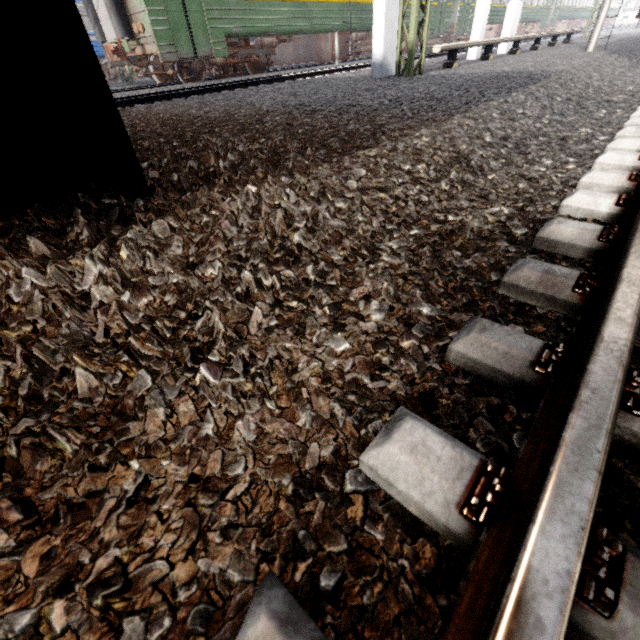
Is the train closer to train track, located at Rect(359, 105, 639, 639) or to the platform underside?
the platform underside

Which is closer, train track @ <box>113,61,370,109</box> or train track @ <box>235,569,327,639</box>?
train track @ <box>235,569,327,639</box>

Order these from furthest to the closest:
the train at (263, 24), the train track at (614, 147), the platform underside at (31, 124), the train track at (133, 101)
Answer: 1. the train at (263, 24)
2. the train track at (133, 101)
3. the platform underside at (31, 124)
4. the train track at (614, 147)

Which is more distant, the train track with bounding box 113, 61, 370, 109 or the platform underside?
the train track with bounding box 113, 61, 370, 109

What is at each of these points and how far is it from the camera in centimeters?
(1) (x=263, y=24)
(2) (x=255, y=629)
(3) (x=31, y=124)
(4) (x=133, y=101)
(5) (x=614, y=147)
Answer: (1) train, 1173cm
(2) train track, 55cm
(3) platform underside, 174cm
(4) train track, 773cm
(5) train track, 268cm

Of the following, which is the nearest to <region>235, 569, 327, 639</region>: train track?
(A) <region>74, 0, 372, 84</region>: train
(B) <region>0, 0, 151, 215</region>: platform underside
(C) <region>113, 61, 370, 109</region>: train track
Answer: (B) <region>0, 0, 151, 215</region>: platform underside

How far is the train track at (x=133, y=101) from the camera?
7.9m

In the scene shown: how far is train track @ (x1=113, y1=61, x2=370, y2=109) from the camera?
7.9 meters
